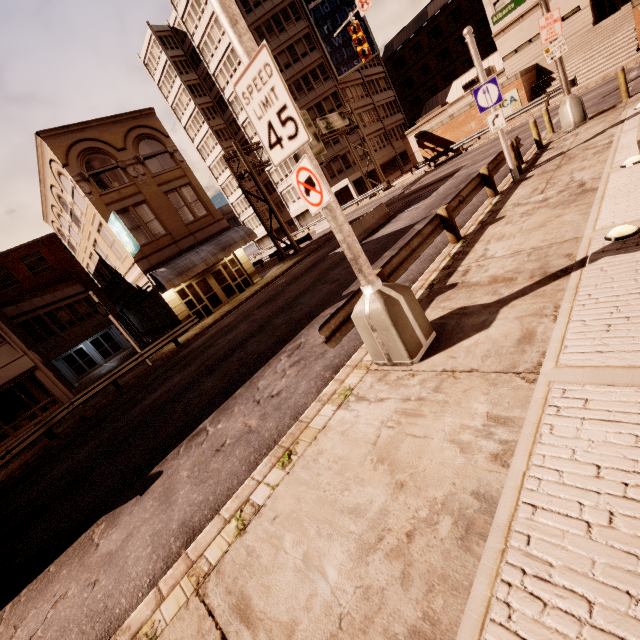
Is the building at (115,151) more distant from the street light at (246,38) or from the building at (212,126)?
the building at (212,126)

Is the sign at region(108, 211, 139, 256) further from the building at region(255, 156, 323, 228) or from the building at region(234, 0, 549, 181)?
the building at region(234, 0, 549, 181)

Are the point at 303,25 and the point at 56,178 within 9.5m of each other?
no

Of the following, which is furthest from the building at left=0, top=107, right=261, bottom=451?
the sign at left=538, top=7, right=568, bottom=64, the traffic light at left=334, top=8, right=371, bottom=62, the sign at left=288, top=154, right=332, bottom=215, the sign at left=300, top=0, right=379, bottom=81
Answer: the sign at left=300, top=0, right=379, bottom=81

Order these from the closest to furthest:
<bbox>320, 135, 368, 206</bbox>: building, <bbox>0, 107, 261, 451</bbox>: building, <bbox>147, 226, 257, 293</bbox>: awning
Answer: <bbox>0, 107, 261, 451</bbox>: building, <bbox>147, 226, 257, 293</bbox>: awning, <bbox>320, 135, 368, 206</bbox>: building

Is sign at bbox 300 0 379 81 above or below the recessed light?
above

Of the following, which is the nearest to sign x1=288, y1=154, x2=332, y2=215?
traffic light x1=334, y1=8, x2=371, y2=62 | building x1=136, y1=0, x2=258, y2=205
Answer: traffic light x1=334, y1=8, x2=371, y2=62

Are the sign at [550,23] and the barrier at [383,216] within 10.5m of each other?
yes
